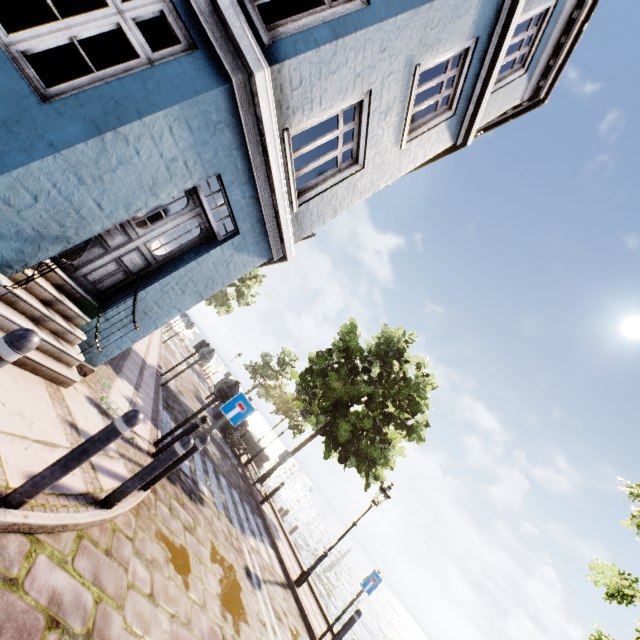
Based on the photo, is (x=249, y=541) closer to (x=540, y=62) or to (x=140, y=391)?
(x=140, y=391)

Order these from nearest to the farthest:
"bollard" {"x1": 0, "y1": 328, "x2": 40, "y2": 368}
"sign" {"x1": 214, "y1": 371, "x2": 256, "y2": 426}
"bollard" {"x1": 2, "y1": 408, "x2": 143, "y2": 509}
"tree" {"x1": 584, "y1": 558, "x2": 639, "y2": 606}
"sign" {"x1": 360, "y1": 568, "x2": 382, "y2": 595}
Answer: "bollard" {"x1": 0, "y1": 328, "x2": 40, "y2": 368}, "bollard" {"x1": 2, "y1": 408, "x2": 143, "y2": 509}, "tree" {"x1": 584, "y1": 558, "x2": 639, "y2": 606}, "sign" {"x1": 214, "y1": 371, "x2": 256, "y2": 426}, "sign" {"x1": 360, "y1": 568, "x2": 382, "y2": 595}

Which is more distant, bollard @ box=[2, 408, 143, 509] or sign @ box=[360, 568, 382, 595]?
sign @ box=[360, 568, 382, 595]

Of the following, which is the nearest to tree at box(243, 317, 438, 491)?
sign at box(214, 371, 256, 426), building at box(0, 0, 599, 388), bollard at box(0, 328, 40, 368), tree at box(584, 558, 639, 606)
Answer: tree at box(584, 558, 639, 606)

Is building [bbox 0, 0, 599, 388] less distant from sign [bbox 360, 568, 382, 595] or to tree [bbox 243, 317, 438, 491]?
tree [bbox 243, 317, 438, 491]

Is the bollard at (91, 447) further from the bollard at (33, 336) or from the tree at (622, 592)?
the tree at (622, 592)

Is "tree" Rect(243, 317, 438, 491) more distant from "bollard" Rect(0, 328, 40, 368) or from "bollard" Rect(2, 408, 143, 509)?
"bollard" Rect(0, 328, 40, 368)

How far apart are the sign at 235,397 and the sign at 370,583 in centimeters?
546cm
